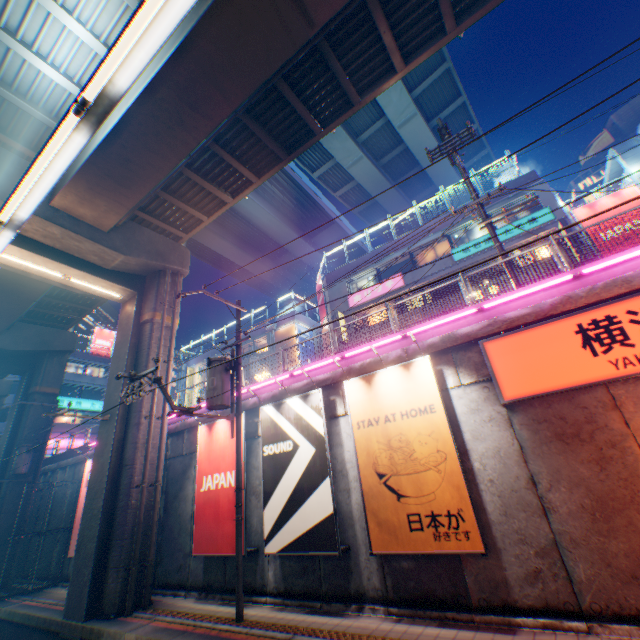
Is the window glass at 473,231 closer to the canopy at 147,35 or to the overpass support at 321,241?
the overpass support at 321,241

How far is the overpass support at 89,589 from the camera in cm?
1059

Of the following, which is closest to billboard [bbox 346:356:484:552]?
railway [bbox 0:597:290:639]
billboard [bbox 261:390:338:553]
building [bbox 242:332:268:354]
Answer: billboard [bbox 261:390:338:553]

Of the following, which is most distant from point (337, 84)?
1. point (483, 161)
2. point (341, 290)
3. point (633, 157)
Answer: point (483, 161)

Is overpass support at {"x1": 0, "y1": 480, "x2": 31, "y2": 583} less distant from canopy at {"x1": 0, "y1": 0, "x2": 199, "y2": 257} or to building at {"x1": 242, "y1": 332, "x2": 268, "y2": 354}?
building at {"x1": 242, "y1": 332, "x2": 268, "y2": 354}

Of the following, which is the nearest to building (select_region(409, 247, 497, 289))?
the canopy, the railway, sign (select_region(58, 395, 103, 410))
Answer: the railway

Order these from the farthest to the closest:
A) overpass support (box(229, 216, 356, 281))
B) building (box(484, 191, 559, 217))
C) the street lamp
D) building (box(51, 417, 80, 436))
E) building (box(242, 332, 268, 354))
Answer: overpass support (box(229, 216, 356, 281))
building (box(51, 417, 80, 436))
building (box(242, 332, 268, 354))
building (box(484, 191, 559, 217))
the street lamp

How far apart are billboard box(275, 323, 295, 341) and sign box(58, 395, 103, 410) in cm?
2580
